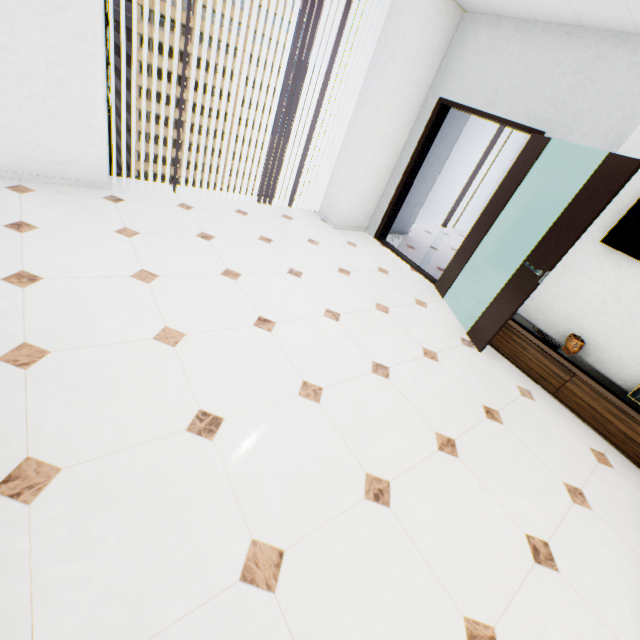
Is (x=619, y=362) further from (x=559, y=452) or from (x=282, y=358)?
(x=282, y=358)

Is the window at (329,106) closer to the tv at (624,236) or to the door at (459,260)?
the door at (459,260)

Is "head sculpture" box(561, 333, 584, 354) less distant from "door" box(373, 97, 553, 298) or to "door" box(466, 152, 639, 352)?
"door" box(466, 152, 639, 352)

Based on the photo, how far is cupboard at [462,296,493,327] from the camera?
3.8 meters

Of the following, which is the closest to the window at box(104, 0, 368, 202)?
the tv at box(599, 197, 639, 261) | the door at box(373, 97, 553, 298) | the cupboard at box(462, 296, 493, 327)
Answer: the door at box(373, 97, 553, 298)

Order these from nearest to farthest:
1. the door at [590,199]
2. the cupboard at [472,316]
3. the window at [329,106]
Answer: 1. the door at [590,199]
2. the window at [329,106]
3. the cupboard at [472,316]

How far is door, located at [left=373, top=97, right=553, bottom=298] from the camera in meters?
3.6 m

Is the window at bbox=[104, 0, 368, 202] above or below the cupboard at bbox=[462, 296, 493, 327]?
above
